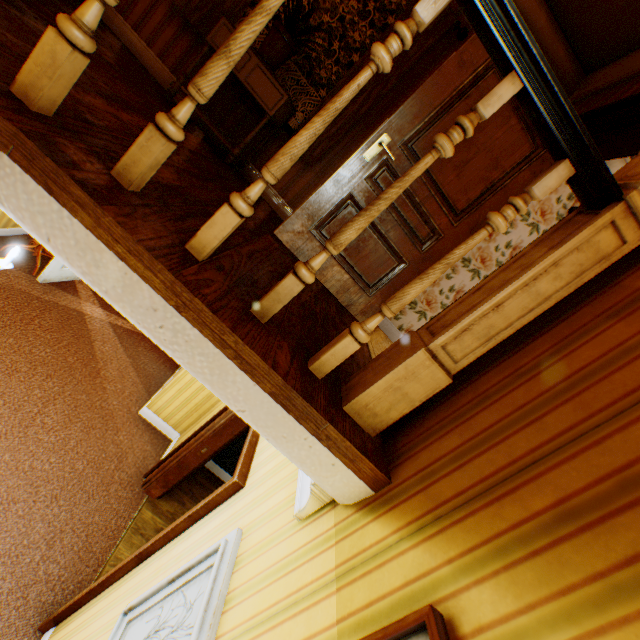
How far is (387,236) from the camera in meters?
2.9 m

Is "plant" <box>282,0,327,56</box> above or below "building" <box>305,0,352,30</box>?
below

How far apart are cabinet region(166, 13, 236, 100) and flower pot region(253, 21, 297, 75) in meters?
0.0

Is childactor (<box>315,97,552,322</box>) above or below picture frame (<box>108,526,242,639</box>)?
above

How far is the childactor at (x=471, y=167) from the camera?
2.61m

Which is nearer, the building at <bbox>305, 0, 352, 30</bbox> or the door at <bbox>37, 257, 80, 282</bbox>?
the building at <bbox>305, 0, 352, 30</bbox>

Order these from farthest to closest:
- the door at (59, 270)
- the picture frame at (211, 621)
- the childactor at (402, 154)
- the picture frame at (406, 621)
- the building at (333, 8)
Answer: the door at (59, 270) < the building at (333, 8) < the childactor at (402, 154) < the picture frame at (211, 621) < the picture frame at (406, 621)
